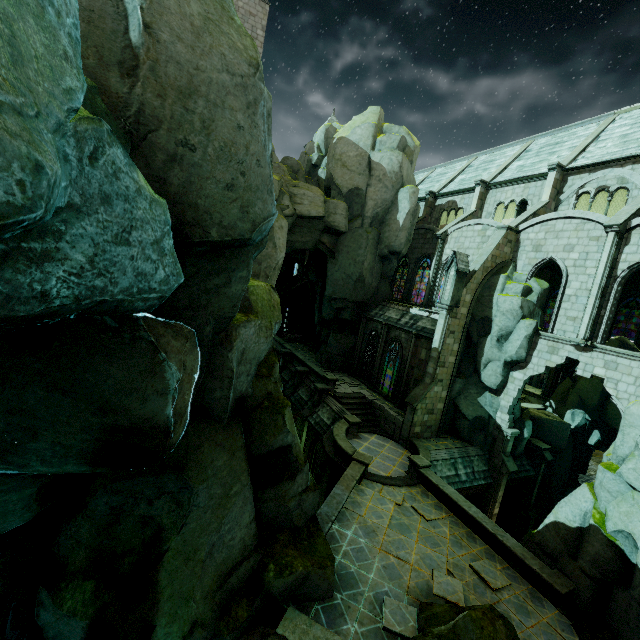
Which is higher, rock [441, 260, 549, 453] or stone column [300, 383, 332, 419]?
rock [441, 260, 549, 453]

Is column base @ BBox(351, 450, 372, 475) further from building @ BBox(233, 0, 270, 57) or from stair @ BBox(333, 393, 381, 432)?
building @ BBox(233, 0, 270, 57)

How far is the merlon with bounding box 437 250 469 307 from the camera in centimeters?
1991cm

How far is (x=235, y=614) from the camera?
8.3 meters

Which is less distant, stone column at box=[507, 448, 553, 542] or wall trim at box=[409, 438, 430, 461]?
wall trim at box=[409, 438, 430, 461]

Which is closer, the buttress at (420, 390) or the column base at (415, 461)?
the column base at (415, 461)

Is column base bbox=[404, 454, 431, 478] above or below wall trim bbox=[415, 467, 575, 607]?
above

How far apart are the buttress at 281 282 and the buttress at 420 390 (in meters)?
23.24
